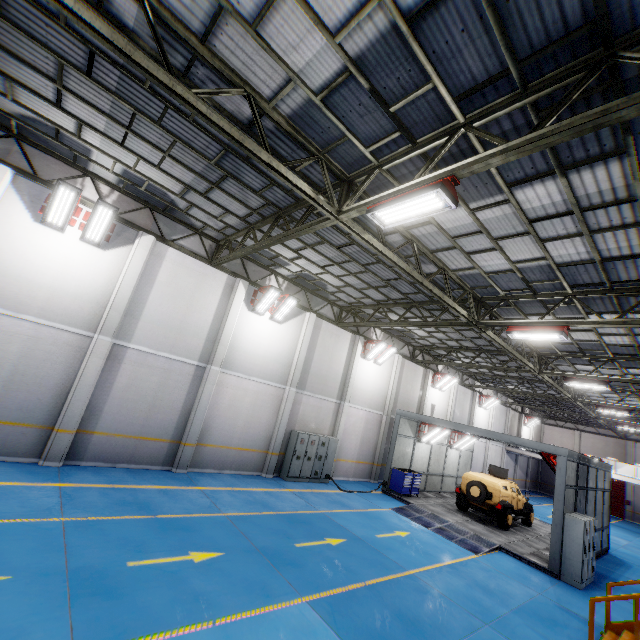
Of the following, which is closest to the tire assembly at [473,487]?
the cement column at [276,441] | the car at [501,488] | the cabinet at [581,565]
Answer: the car at [501,488]

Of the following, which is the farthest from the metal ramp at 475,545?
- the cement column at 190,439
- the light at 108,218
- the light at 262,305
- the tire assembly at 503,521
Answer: the light at 108,218

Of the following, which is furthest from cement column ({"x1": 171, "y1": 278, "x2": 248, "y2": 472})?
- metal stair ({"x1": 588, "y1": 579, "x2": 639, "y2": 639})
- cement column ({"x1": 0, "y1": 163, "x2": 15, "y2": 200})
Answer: metal stair ({"x1": 588, "y1": 579, "x2": 639, "y2": 639})

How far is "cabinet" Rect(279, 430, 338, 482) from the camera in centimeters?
1502cm

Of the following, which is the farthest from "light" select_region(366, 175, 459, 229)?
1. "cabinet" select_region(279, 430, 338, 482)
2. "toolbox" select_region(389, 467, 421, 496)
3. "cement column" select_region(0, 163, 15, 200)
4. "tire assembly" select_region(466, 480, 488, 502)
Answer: "tire assembly" select_region(466, 480, 488, 502)

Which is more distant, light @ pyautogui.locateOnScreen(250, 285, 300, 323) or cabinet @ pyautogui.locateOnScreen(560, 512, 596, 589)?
light @ pyautogui.locateOnScreen(250, 285, 300, 323)

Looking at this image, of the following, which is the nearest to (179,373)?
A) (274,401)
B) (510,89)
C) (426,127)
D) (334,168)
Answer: (274,401)

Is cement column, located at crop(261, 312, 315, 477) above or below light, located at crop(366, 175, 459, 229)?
below
